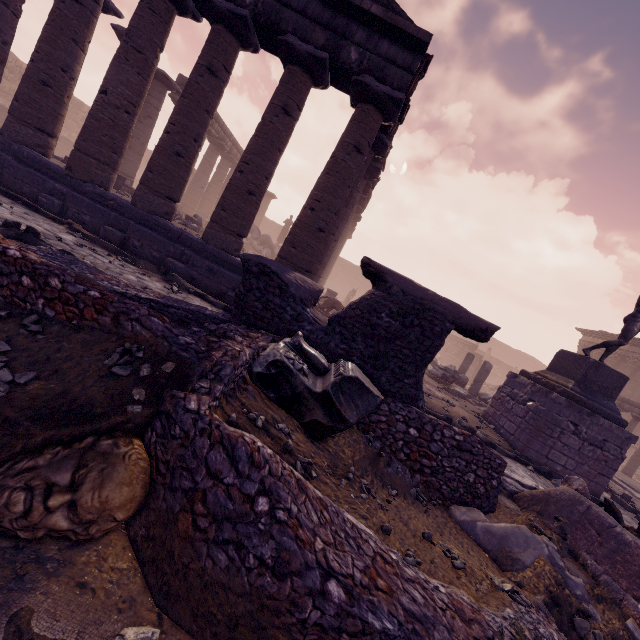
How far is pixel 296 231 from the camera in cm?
848

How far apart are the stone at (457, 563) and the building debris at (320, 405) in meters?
1.2

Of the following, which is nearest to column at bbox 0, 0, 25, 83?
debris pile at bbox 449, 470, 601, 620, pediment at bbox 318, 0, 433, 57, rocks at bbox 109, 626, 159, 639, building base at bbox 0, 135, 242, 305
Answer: building base at bbox 0, 135, 242, 305

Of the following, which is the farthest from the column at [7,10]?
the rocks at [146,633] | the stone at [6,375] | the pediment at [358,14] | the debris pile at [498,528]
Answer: the debris pile at [498,528]

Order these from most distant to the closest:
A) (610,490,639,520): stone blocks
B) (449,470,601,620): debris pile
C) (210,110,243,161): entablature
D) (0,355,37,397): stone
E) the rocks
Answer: (210,110,243,161): entablature < (610,490,639,520): stone blocks < (449,470,601,620): debris pile < (0,355,37,397): stone < the rocks

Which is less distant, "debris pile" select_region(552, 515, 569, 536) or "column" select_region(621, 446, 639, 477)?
"debris pile" select_region(552, 515, 569, 536)

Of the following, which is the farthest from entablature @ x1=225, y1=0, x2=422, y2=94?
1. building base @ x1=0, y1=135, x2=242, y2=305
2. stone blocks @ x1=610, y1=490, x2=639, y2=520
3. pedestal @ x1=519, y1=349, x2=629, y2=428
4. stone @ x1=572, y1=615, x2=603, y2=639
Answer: stone blocks @ x1=610, y1=490, x2=639, y2=520

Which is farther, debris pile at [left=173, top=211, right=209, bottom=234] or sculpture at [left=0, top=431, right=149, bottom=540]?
debris pile at [left=173, top=211, right=209, bottom=234]
